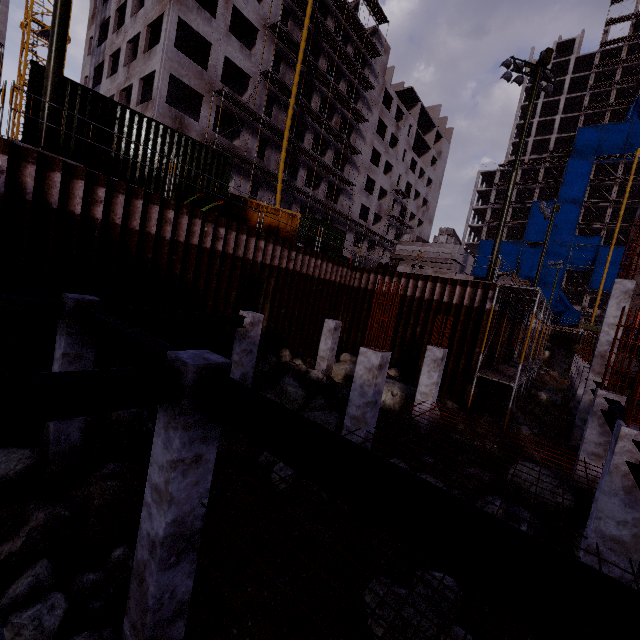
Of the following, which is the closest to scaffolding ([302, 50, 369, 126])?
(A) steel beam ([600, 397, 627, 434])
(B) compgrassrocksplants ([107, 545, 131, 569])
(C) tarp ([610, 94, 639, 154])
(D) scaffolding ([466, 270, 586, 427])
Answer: (D) scaffolding ([466, 270, 586, 427])

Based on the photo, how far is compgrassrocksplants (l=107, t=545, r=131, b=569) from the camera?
5.9m

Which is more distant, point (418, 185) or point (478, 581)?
point (418, 185)

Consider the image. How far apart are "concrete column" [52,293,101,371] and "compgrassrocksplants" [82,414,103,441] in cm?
1

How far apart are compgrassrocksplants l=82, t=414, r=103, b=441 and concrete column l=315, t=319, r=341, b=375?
7.8 meters

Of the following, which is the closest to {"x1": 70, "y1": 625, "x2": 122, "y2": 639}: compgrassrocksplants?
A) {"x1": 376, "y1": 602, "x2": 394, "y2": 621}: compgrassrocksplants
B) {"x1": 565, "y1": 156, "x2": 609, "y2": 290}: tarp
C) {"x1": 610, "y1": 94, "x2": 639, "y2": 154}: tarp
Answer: {"x1": 376, "y1": 602, "x2": 394, "y2": 621}: compgrassrocksplants

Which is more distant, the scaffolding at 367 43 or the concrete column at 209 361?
the scaffolding at 367 43

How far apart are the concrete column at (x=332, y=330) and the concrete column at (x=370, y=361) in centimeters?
620cm
